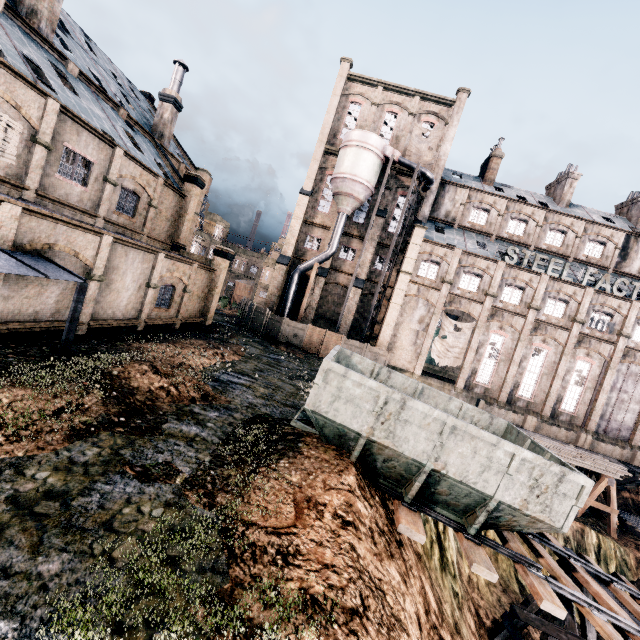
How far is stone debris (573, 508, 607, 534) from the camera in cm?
2319

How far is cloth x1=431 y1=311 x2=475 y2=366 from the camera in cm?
3378

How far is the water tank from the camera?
56.44m

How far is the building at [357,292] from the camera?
37.53m

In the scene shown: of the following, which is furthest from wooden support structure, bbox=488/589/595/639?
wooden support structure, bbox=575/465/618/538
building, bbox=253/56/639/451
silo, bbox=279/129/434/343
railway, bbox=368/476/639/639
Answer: silo, bbox=279/129/434/343

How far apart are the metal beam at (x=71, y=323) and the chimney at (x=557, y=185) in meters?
48.3

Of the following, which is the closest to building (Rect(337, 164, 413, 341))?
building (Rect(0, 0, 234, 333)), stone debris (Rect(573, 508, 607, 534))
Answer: stone debris (Rect(573, 508, 607, 534))

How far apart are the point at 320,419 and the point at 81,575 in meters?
6.3
